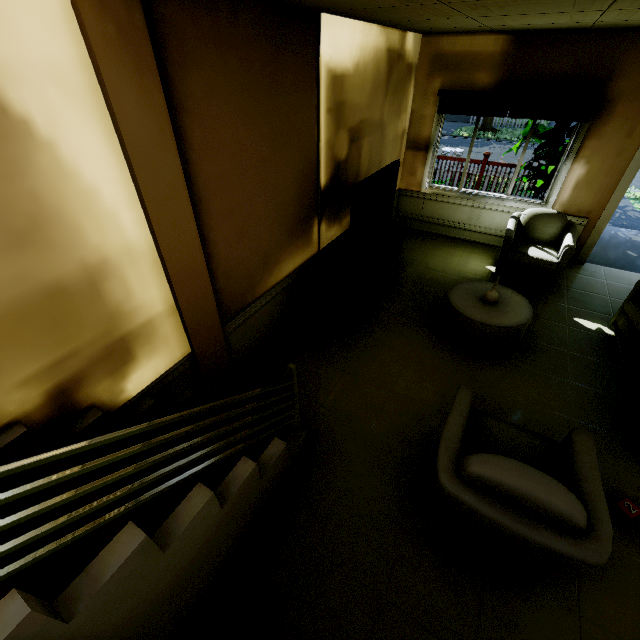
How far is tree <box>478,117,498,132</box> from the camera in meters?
17.4 m

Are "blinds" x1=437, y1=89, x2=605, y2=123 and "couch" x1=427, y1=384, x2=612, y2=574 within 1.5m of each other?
no

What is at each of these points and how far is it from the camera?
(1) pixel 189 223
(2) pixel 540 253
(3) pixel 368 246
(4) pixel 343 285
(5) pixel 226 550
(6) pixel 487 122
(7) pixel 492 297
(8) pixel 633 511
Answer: (1) wall pillar, 2.1 meters
(2) couch, 4.3 meters
(3) tv, 4.0 meters
(4) tv cabinet, 3.5 meters
(5) stairs, 1.9 meters
(6) tree, 17.5 meters
(7) vase, 3.6 meters
(8) toy, 2.2 meters

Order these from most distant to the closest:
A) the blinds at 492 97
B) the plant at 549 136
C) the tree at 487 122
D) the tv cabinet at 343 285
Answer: the tree at 487 122
the plant at 549 136
the blinds at 492 97
the tv cabinet at 343 285

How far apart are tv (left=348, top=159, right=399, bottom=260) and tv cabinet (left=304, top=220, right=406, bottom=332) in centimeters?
3cm

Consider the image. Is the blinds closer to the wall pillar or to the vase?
the vase

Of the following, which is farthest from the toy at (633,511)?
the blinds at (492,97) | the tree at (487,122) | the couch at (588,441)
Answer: the tree at (487,122)

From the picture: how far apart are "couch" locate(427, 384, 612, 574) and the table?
1.2m
